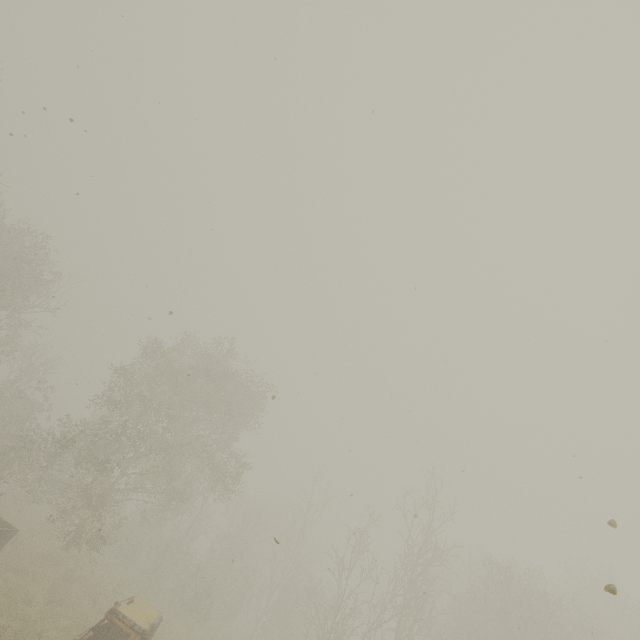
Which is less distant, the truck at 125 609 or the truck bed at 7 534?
the truck at 125 609

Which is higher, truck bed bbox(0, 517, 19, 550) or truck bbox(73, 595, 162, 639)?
truck bbox(73, 595, 162, 639)

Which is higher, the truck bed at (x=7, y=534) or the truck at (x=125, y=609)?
the truck at (x=125, y=609)

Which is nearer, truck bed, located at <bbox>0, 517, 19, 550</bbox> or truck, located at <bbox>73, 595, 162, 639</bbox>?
truck, located at <bbox>73, 595, 162, 639</bbox>

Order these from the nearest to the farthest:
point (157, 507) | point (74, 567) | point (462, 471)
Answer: point (462, 471) → point (74, 567) → point (157, 507)
